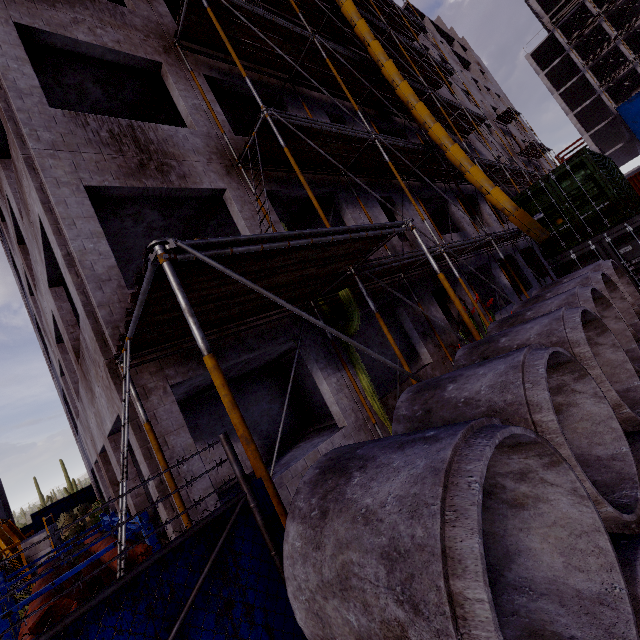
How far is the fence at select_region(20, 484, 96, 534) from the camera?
22.86m

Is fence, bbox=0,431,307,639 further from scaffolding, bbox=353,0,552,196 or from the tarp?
the tarp

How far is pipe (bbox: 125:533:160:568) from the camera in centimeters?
498cm

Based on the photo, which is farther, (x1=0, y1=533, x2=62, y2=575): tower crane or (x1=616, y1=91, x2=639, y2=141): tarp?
(x1=616, y1=91, x2=639, y2=141): tarp

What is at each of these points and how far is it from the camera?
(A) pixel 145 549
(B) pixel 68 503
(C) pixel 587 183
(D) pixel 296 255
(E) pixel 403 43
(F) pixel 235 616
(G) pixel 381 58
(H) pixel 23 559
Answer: (A) pipe, 5.0 meters
(B) fence, 24.3 meters
(C) cargo container, 10.4 meters
(D) scaffolding, 4.3 meters
(E) scaffolding, 17.3 meters
(F) fence, 1.9 meters
(G) waste chute, 11.3 meters
(H) tower crane, 10.2 meters

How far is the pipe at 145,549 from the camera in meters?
5.0

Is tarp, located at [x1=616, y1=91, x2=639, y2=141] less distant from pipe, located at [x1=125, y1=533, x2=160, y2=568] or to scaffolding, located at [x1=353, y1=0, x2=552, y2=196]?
scaffolding, located at [x1=353, y1=0, x2=552, y2=196]

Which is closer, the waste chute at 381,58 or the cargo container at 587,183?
the cargo container at 587,183
